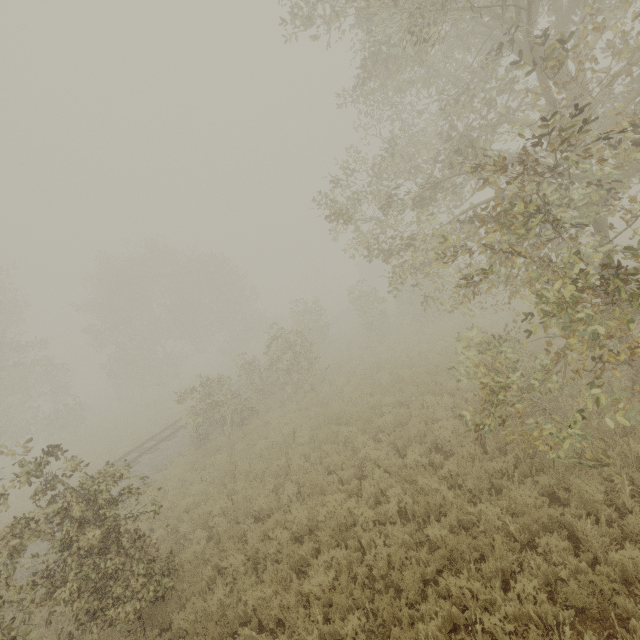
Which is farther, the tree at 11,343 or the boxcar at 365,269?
the boxcar at 365,269

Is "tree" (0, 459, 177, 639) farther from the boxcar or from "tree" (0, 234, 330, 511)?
the boxcar

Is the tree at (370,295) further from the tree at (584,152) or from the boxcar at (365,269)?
the tree at (584,152)

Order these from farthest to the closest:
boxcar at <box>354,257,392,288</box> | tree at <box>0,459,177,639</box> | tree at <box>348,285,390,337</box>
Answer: boxcar at <box>354,257,392,288</box> < tree at <box>348,285,390,337</box> < tree at <box>0,459,177,639</box>

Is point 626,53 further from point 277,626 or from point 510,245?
point 277,626

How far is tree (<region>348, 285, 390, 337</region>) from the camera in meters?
21.4 m

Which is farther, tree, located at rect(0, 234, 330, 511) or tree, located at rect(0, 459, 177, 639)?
tree, located at rect(0, 234, 330, 511)

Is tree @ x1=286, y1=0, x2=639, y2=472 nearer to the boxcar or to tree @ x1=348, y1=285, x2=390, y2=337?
tree @ x1=348, y1=285, x2=390, y2=337
